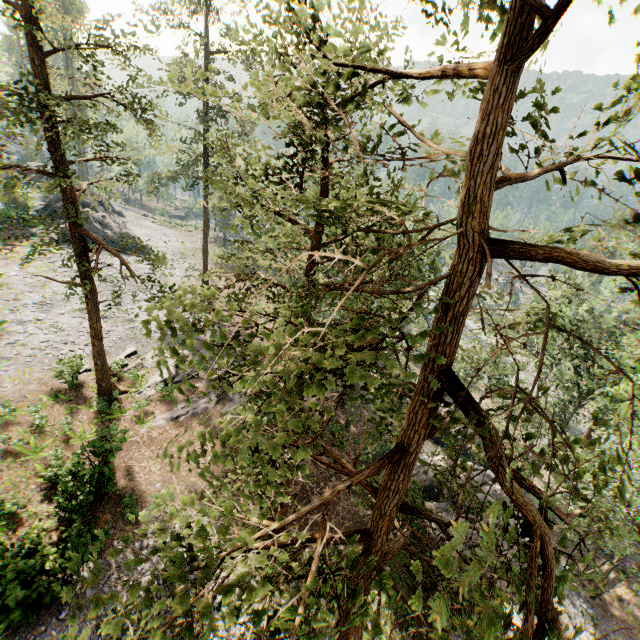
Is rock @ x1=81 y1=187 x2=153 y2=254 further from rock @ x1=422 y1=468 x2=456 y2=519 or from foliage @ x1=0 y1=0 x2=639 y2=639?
rock @ x1=422 y1=468 x2=456 y2=519

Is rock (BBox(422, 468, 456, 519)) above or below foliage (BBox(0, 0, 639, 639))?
below

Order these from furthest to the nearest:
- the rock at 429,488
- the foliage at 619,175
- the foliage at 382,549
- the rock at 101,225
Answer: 1. the rock at 101,225
2. the rock at 429,488
3. the foliage at 382,549
4. the foliage at 619,175

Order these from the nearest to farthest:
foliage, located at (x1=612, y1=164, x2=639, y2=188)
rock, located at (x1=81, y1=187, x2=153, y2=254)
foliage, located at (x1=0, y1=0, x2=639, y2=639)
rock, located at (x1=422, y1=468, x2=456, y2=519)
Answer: foliage, located at (x1=612, y1=164, x2=639, y2=188) < foliage, located at (x1=0, y1=0, x2=639, y2=639) < rock, located at (x1=422, y1=468, x2=456, y2=519) < rock, located at (x1=81, y1=187, x2=153, y2=254)

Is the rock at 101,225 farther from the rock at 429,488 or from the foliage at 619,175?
the rock at 429,488

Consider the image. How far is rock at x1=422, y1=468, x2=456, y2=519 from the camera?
21.8 meters

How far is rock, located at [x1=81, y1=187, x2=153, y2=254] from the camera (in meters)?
38.91

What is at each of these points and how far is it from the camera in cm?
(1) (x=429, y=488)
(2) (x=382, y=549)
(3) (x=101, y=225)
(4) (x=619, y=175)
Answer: (1) rock, 2402
(2) foliage, 693
(3) rock, 3997
(4) foliage, 250
